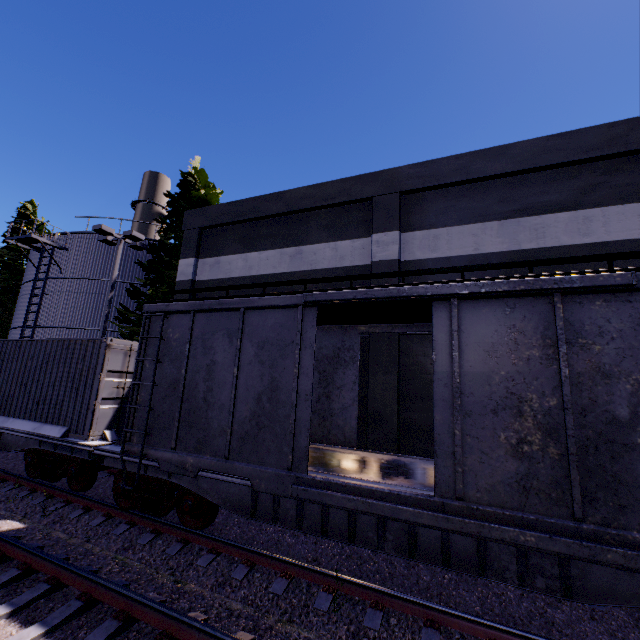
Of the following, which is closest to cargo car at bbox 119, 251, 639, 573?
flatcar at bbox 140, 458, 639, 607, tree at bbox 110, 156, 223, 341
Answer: flatcar at bbox 140, 458, 639, 607

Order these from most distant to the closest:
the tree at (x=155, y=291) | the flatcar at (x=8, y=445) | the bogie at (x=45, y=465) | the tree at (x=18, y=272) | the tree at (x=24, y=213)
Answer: the tree at (x=24, y=213) < the tree at (x=18, y=272) < the tree at (x=155, y=291) < the bogie at (x=45, y=465) < the flatcar at (x=8, y=445)

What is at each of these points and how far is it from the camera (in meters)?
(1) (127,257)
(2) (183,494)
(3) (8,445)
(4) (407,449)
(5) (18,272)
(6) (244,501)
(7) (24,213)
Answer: (1) silo, 20.31
(2) bogie, 6.47
(3) flatcar, 9.25
(4) building, 9.54
(5) tree, 26.14
(6) flatcar, 5.87
(7) tree, 27.28

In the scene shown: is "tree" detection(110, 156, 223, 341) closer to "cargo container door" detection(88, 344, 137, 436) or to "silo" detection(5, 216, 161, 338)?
"silo" detection(5, 216, 161, 338)

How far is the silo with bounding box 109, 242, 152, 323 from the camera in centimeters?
1967cm

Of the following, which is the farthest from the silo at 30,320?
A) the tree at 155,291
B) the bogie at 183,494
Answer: the bogie at 183,494

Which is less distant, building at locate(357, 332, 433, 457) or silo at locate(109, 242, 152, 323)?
building at locate(357, 332, 433, 457)

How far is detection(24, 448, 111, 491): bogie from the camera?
8.0m
